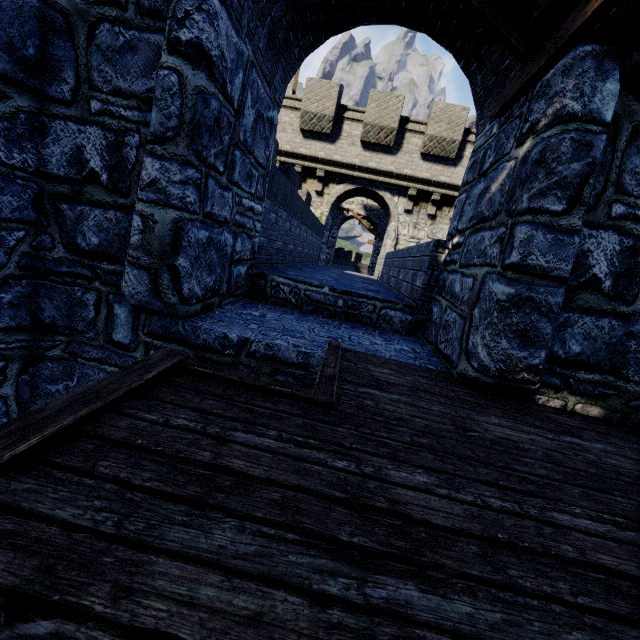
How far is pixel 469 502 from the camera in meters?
1.4
